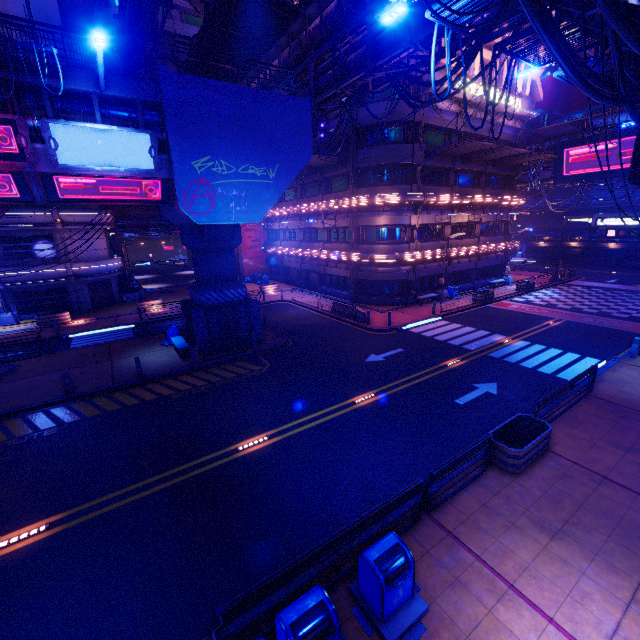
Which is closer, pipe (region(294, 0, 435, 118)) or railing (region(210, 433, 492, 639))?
railing (region(210, 433, 492, 639))

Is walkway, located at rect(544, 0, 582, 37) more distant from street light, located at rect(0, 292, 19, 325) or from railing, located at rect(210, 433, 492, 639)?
street light, located at rect(0, 292, 19, 325)

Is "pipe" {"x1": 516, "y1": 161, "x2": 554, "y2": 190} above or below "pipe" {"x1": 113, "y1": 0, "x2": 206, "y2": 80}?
below

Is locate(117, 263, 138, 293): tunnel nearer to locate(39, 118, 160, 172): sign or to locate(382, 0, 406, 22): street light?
locate(39, 118, 160, 172): sign

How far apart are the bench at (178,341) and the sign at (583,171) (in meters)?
41.77

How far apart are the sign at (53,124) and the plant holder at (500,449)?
15.96m

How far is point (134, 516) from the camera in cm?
853

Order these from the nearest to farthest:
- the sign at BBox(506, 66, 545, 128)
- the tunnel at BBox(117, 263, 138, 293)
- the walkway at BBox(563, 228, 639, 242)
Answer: the sign at BBox(506, 66, 545, 128) < the tunnel at BBox(117, 263, 138, 293) < the walkway at BBox(563, 228, 639, 242)
